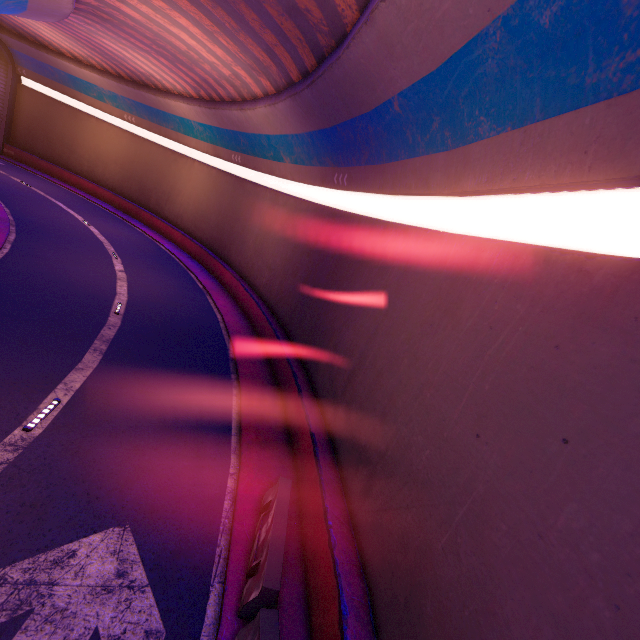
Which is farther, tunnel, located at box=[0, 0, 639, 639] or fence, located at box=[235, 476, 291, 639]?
fence, located at box=[235, 476, 291, 639]

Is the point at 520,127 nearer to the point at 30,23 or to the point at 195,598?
the point at 195,598

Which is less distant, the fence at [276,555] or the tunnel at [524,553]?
the tunnel at [524,553]
